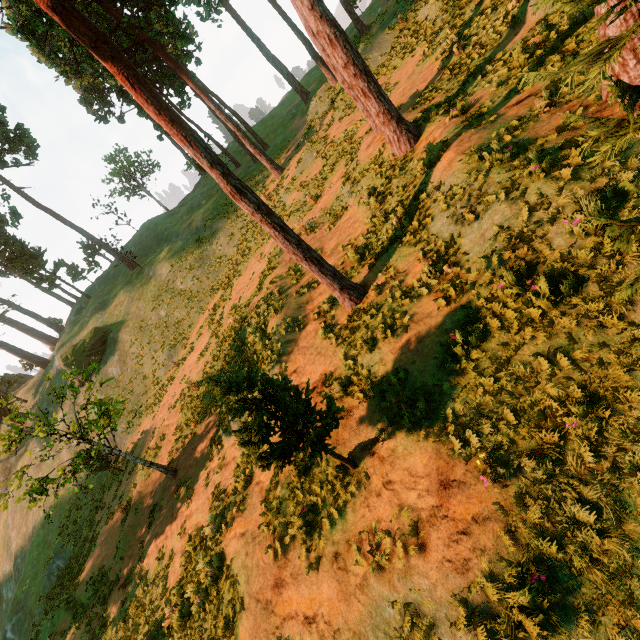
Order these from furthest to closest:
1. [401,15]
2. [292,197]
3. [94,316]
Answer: [94,316]
[401,15]
[292,197]

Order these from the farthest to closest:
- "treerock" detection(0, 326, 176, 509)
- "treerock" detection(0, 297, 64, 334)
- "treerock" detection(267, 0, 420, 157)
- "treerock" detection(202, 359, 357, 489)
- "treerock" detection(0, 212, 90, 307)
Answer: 1. "treerock" detection(0, 297, 64, 334)
2. "treerock" detection(0, 212, 90, 307)
3. "treerock" detection(0, 326, 176, 509)
4. "treerock" detection(267, 0, 420, 157)
5. "treerock" detection(202, 359, 357, 489)

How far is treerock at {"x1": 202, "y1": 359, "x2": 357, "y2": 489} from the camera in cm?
547

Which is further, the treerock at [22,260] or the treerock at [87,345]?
the treerock at [22,260]

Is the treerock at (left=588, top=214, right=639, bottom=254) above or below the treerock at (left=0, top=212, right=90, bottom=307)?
below

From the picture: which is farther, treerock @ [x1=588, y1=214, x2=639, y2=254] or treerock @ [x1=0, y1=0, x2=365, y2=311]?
treerock @ [x1=0, y1=0, x2=365, y2=311]

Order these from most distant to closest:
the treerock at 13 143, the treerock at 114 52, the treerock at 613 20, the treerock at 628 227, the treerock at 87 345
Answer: the treerock at 13 143 → the treerock at 87 345 → the treerock at 114 52 → the treerock at 628 227 → the treerock at 613 20
